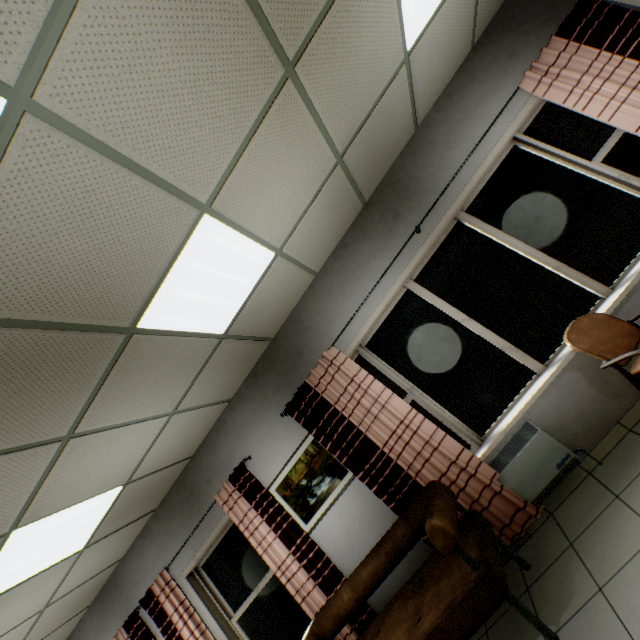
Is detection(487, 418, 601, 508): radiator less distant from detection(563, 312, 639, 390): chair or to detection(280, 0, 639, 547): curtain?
detection(280, 0, 639, 547): curtain

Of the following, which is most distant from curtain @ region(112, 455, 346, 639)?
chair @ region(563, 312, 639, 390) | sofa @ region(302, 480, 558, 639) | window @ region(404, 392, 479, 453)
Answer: chair @ region(563, 312, 639, 390)

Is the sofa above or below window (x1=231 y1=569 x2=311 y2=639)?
below

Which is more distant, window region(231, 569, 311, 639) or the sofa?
window region(231, 569, 311, 639)

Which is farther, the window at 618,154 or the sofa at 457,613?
the window at 618,154

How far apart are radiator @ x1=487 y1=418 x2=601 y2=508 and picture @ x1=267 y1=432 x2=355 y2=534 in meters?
1.3

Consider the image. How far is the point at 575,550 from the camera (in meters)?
2.37

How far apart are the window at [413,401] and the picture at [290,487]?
0.7m
